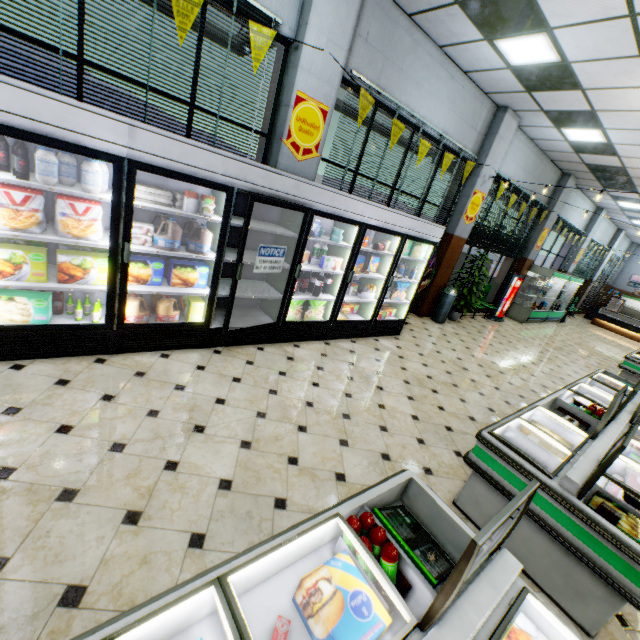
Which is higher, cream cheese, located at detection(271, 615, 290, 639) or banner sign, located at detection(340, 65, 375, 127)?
banner sign, located at detection(340, 65, 375, 127)

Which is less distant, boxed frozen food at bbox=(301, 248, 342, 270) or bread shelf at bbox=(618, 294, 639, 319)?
boxed frozen food at bbox=(301, 248, 342, 270)

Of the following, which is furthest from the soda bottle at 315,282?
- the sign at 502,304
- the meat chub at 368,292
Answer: the sign at 502,304

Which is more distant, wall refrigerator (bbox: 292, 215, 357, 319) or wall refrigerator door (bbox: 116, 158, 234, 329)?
wall refrigerator (bbox: 292, 215, 357, 319)

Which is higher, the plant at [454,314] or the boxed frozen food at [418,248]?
the boxed frozen food at [418,248]

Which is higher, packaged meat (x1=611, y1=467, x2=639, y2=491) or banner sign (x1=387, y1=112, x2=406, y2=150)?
banner sign (x1=387, y1=112, x2=406, y2=150)

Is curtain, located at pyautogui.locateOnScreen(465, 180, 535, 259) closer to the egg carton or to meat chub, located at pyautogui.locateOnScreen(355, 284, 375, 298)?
meat chub, located at pyautogui.locateOnScreen(355, 284, 375, 298)

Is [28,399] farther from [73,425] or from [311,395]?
[311,395]
